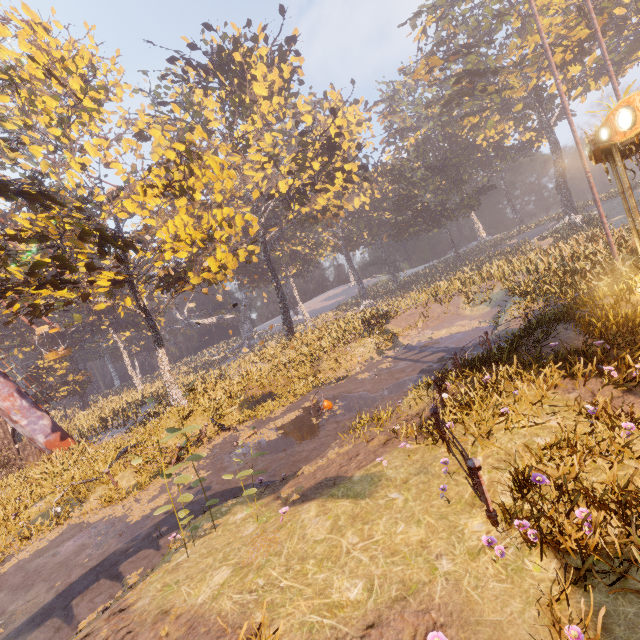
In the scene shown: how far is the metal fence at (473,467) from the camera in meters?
4.2 m

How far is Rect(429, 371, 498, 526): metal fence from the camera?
4.16m

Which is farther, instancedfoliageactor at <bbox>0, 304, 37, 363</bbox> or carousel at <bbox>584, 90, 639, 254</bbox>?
instancedfoliageactor at <bbox>0, 304, 37, 363</bbox>

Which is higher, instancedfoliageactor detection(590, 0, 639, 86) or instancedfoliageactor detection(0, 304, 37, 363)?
instancedfoliageactor detection(590, 0, 639, 86)

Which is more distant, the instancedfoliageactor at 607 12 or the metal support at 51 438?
the instancedfoliageactor at 607 12

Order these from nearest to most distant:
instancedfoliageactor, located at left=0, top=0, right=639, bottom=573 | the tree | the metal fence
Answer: the metal fence < instancedfoliageactor, located at left=0, top=0, right=639, bottom=573 < the tree

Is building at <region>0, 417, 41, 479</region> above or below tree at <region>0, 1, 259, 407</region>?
below

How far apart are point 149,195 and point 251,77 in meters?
19.8
